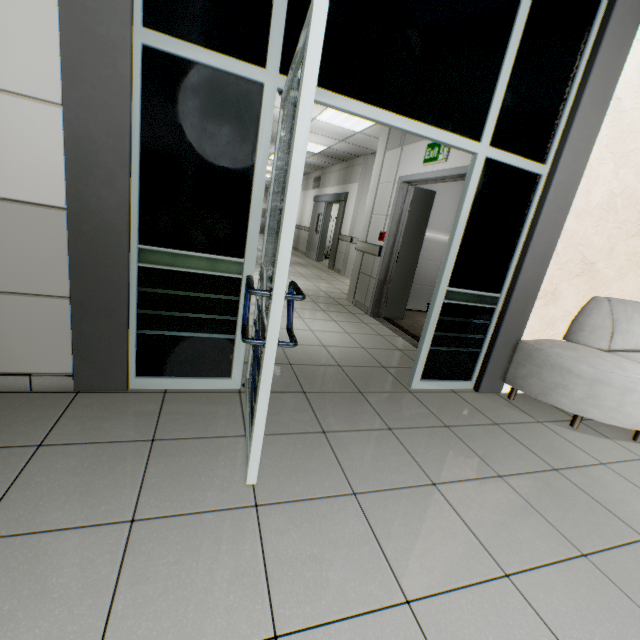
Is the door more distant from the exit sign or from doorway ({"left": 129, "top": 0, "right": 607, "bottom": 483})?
doorway ({"left": 129, "top": 0, "right": 607, "bottom": 483})

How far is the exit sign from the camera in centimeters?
383cm

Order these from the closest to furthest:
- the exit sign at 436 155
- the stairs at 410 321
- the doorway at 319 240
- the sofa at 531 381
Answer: the sofa at 531 381 < the exit sign at 436 155 < the stairs at 410 321 < the doorway at 319 240

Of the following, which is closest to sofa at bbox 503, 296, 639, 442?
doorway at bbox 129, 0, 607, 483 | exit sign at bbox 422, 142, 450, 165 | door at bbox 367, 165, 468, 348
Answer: doorway at bbox 129, 0, 607, 483

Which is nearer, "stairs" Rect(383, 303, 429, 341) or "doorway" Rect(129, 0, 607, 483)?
"doorway" Rect(129, 0, 607, 483)

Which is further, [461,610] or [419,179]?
[419,179]

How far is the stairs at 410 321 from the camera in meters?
4.8 m

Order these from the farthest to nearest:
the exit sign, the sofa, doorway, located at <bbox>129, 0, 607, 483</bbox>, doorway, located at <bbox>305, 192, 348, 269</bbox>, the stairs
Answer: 1. doorway, located at <bbox>305, 192, 348, 269</bbox>
2. the stairs
3. the exit sign
4. the sofa
5. doorway, located at <bbox>129, 0, 607, 483</bbox>
